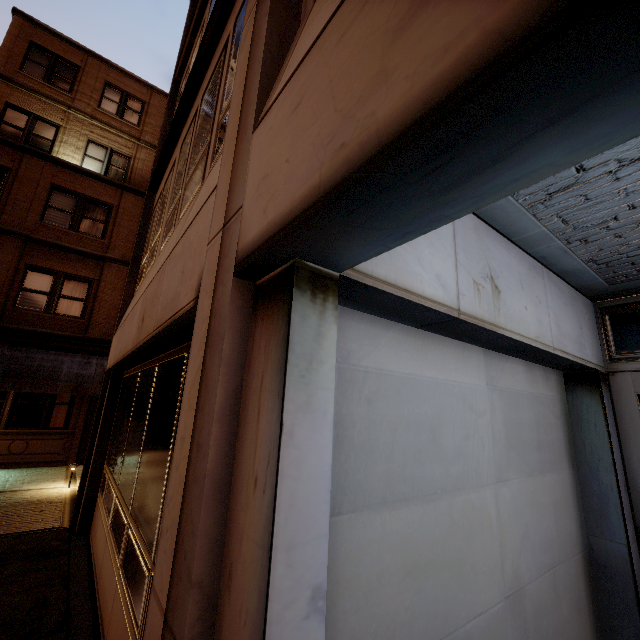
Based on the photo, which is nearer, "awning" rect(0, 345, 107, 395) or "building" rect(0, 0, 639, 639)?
"building" rect(0, 0, 639, 639)

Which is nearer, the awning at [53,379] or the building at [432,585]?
the building at [432,585]

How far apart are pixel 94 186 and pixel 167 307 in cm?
1527
